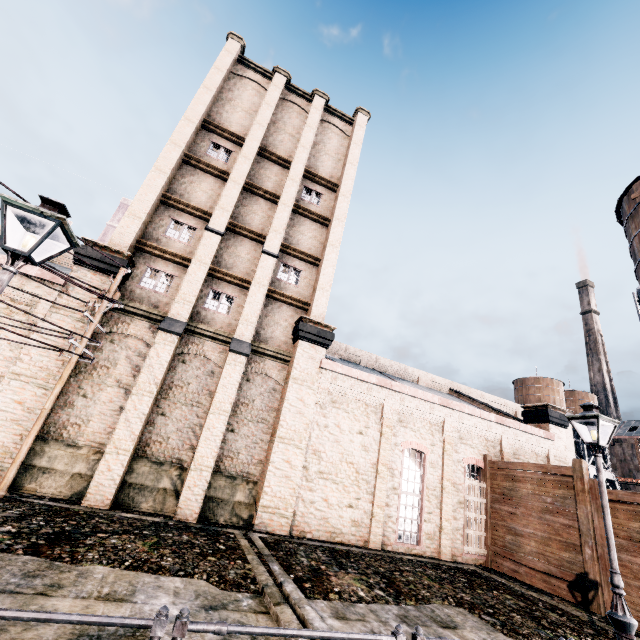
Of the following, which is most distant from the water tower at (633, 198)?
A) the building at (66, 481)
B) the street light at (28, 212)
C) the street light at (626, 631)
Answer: the street light at (28, 212)

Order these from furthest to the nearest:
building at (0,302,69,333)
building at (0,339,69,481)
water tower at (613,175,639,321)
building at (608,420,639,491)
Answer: building at (608,420,639,491), water tower at (613,175,639,321), building at (0,302,69,333), building at (0,339,69,481)

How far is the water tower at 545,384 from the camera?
49.5 meters

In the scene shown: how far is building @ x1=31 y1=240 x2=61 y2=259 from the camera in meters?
22.6 m

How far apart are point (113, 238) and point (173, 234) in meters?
3.0 m

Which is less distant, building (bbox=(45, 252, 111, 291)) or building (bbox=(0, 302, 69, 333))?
building (bbox=(0, 302, 69, 333))

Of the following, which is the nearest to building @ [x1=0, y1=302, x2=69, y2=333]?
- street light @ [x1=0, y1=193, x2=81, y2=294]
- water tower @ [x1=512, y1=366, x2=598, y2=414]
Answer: water tower @ [x1=512, y1=366, x2=598, y2=414]

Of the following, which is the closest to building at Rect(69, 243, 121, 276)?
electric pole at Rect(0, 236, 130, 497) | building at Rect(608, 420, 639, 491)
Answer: electric pole at Rect(0, 236, 130, 497)
